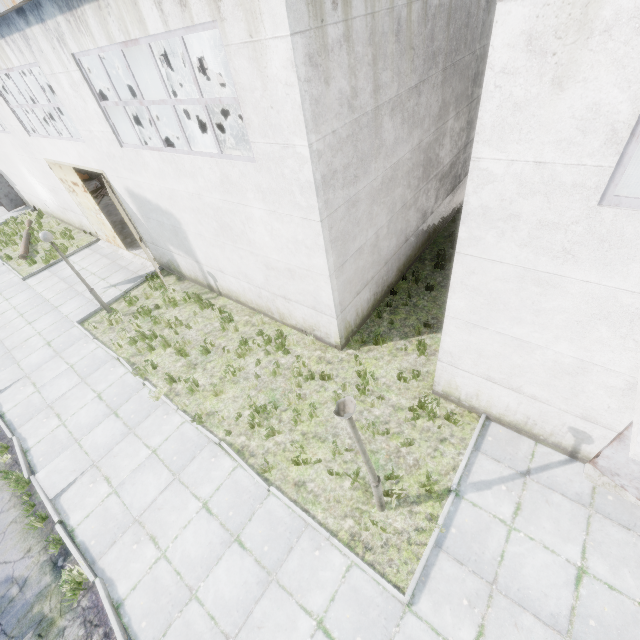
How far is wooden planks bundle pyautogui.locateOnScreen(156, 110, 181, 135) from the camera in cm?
2958

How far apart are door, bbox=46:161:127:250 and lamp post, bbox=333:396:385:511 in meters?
14.6

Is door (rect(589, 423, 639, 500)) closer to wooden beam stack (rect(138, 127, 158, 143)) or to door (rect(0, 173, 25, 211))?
door (rect(0, 173, 25, 211))

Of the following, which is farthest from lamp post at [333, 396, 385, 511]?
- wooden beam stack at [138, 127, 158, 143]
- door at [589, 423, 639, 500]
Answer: wooden beam stack at [138, 127, 158, 143]

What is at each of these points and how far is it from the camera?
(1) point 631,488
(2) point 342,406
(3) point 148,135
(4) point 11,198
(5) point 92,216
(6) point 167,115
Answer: (1) door, 5.5 meters
(2) lamp post, 4.2 meters
(3) wooden beam stack, 29.5 meters
(4) door, 22.0 meters
(5) door, 14.9 meters
(6) wooden planks bundle, 29.8 meters

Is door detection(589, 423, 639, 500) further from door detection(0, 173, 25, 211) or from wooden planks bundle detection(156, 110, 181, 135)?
wooden planks bundle detection(156, 110, 181, 135)

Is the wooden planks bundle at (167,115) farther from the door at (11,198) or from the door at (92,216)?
the door at (92,216)

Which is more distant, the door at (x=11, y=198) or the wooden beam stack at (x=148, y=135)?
the wooden beam stack at (x=148, y=135)
